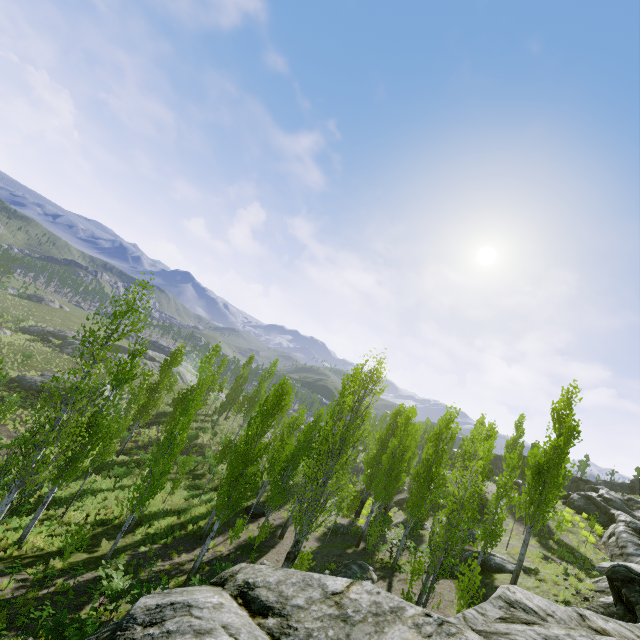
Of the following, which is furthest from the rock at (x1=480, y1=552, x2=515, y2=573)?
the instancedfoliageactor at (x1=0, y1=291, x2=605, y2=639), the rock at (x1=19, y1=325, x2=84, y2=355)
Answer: the rock at (x1=19, y1=325, x2=84, y2=355)

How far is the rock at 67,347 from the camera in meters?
51.9 m

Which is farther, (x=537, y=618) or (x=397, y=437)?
(x=397, y=437)

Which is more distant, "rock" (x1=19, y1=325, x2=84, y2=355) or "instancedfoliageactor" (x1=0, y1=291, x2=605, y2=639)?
"rock" (x1=19, y1=325, x2=84, y2=355)

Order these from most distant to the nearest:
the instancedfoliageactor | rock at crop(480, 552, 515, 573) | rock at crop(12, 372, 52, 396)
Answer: rock at crop(12, 372, 52, 396) < rock at crop(480, 552, 515, 573) < the instancedfoliageactor

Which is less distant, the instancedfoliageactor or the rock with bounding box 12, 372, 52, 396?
the instancedfoliageactor

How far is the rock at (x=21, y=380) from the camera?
35.4 meters

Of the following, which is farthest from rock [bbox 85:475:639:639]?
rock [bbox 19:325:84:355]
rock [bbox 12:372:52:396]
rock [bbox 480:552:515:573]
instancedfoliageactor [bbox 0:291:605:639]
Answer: rock [bbox 19:325:84:355]
